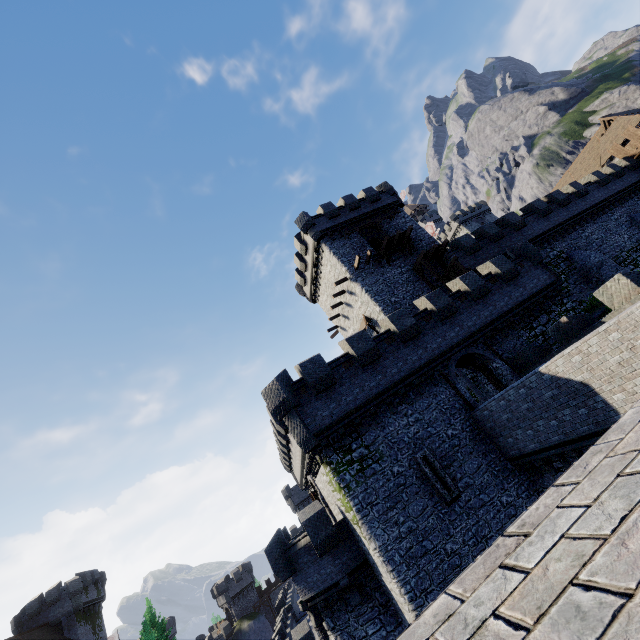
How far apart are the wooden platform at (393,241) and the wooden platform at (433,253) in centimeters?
129cm

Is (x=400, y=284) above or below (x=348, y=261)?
below

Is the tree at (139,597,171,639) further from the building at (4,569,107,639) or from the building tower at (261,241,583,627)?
the building tower at (261,241,583,627)

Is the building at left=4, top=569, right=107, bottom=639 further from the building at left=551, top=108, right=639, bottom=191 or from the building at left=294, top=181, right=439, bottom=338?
the building at left=551, top=108, right=639, bottom=191

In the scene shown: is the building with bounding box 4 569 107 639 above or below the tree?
above

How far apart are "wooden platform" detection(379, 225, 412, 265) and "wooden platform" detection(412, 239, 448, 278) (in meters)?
1.29

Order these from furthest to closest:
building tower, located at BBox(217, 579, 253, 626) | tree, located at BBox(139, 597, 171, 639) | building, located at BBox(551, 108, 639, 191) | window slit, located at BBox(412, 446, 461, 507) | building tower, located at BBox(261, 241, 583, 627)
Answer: building tower, located at BBox(217, 579, 253, 626)
building, located at BBox(551, 108, 639, 191)
tree, located at BBox(139, 597, 171, 639)
window slit, located at BBox(412, 446, 461, 507)
building tower, located at BBox(261, 241, 583, 627)

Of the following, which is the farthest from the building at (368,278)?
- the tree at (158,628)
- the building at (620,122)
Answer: the tree at (158,628)
